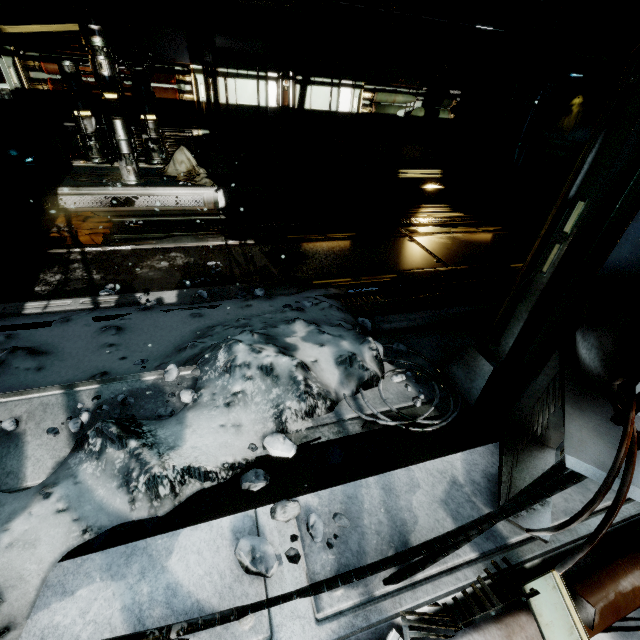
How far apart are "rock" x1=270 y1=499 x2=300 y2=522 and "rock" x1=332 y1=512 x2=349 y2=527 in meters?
0.1 m

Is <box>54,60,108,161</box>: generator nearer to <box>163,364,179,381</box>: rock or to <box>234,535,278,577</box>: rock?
<box>163,364,179,381</box>: rock

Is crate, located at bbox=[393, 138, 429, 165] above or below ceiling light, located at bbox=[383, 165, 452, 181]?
above

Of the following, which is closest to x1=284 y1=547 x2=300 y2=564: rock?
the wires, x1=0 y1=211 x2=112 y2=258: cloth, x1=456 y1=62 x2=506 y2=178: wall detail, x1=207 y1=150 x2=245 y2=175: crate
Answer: the wires

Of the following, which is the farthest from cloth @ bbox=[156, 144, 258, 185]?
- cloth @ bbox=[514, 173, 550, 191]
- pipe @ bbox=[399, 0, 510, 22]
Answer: cloth @ bbox=[514, 173, 550, 191]

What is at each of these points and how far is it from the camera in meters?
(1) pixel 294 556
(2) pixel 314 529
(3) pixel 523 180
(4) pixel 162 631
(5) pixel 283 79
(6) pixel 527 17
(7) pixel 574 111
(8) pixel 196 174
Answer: (1) rock, 1.5
(2) rock, 1.6
(3) cloth, 14.8
(4) wires, 1.3
(5) wall detail, 7.3
(6) pipe, 7.4
(7) cloth, 13.0
(8) cloth, 7.2

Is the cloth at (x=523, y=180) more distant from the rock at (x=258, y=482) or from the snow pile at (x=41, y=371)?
Result: the rock at (x=258, y=482)

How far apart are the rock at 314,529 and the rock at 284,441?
0.25m
